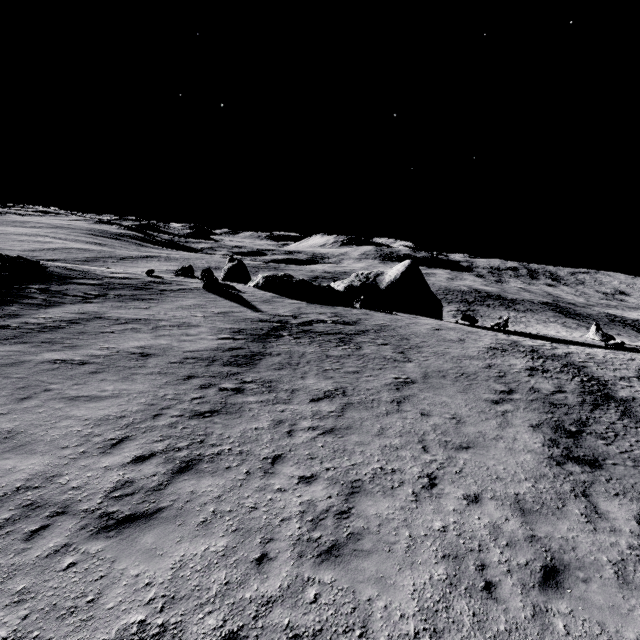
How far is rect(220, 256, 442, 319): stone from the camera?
33.6 meters

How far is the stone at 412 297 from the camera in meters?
33.6

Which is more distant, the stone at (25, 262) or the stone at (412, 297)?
the stone at (412, 297)

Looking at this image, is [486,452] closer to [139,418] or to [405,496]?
[405,496]

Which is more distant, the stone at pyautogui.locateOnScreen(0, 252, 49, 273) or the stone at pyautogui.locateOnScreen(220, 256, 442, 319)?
the stone at pyautogui.locateOnScreen(220, 256, 442, 319)
